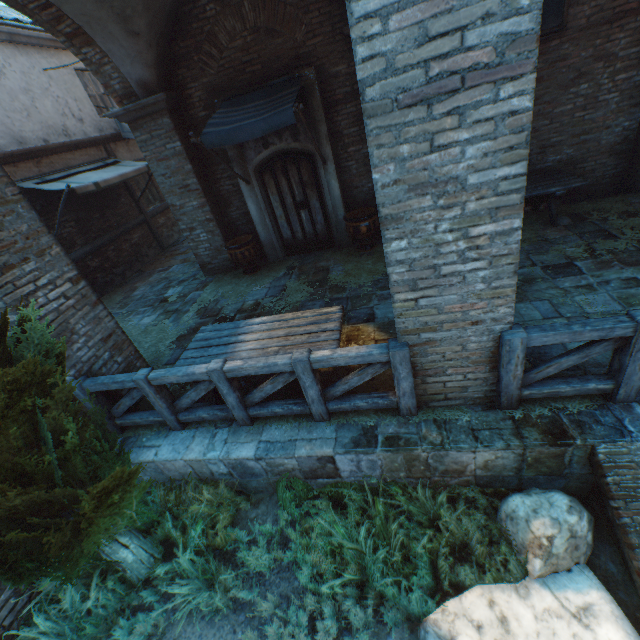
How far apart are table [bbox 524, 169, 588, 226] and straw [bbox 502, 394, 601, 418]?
3.4 meters

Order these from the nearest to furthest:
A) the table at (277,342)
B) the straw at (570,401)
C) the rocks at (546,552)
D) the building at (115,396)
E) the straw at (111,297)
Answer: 1. the rocks at (546,552)
2. the straw at (570,401)
3. the table at (277,342)
4. the building at (115,396)
5. the straw at (111,297)

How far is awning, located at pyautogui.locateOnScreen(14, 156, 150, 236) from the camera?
7.71m

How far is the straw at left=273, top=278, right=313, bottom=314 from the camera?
6.32m

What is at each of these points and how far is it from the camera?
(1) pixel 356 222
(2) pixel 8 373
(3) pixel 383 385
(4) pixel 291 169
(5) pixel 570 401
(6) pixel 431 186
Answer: (1) ceramic pot, 7.1 meters
(2) tree, 2.1 meters
(3) straw, 4.0 meters
(4) door, 7.3 meters
(5) straw, 3.2 meters
(6) building, 2.3 meters

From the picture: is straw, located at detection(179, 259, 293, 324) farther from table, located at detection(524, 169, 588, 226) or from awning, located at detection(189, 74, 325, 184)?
awning, located at detection(189, 74, 325, 184)

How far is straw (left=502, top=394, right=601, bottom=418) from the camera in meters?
3.2

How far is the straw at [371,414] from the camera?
3.6m
